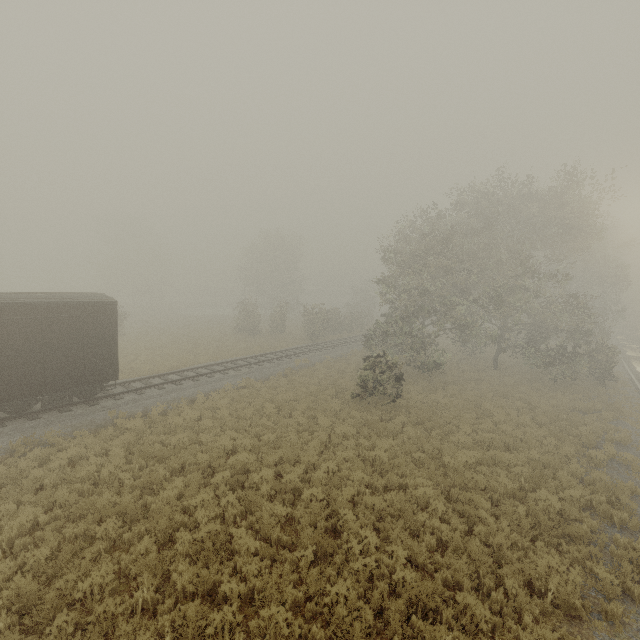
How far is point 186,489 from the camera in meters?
9.5

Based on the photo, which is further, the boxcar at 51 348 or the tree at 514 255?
the tree at 514 255

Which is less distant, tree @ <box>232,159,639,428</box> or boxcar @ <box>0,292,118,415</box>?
boxcar @ <box>0,292,118,415</box>
